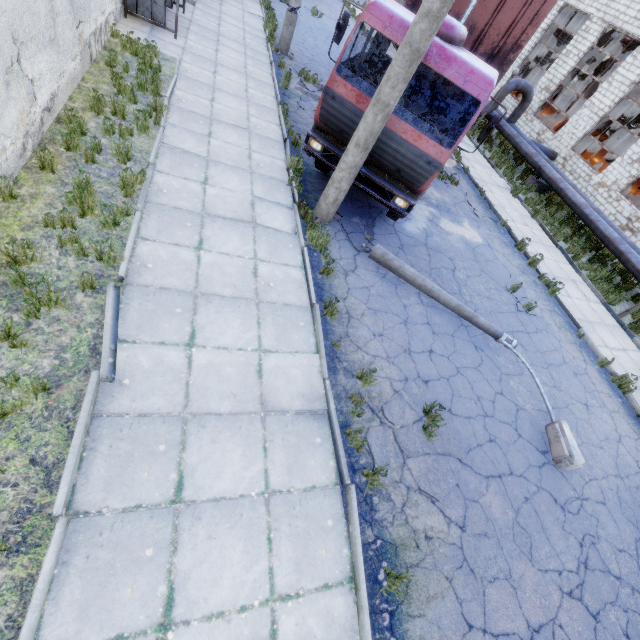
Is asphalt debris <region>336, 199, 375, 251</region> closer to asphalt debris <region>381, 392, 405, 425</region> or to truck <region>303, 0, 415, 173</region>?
truck <region>303, 0, 415, 173</region>

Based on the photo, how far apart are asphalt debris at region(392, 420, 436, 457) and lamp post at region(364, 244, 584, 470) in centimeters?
220cm

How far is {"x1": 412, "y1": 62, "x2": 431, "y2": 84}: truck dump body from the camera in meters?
9.6

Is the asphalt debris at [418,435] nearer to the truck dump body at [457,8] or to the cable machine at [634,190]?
the truck dump body at [457,8]

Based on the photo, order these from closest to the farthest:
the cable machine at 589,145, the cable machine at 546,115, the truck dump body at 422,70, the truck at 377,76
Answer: the truck at 377,76 → the truck dump body at 422,70 → the cable machine at 589,145 → the cable machine at 546,115

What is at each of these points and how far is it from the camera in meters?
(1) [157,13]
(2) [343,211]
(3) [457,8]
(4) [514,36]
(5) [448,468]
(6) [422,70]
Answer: (1) door, 10.3 m
(2) asphalt debris, 8.3 m
(3) truck dump body, 7.7 m
(4) truck dump body, 7.6 m
(5) asphalt debris, 5.1 m
(6) truck dump body, 10.2 m

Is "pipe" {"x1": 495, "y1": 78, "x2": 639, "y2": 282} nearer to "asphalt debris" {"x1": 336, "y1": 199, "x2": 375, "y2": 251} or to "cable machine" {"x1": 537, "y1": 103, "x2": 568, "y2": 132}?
"cable machine" {"x1": 537, "y1": 103, "x2": 568, "y2": 132}

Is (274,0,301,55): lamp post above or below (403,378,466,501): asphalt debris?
above
